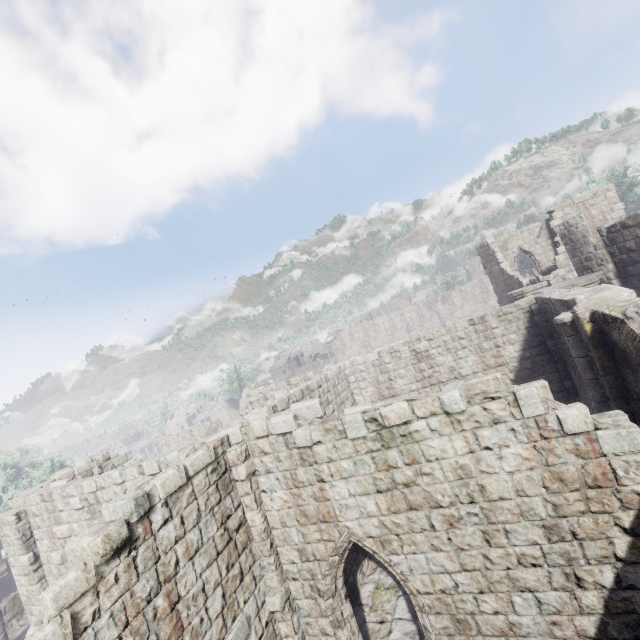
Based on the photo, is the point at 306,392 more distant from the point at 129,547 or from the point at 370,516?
the point at 129,547

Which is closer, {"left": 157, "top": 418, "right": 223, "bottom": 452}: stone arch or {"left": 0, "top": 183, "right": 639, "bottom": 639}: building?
{"left": 0, "top": 183, "right": 639, "bottom": 639}: building

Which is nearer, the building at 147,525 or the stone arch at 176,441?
the building at 147,525

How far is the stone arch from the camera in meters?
32.7

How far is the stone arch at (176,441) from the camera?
32.69m
